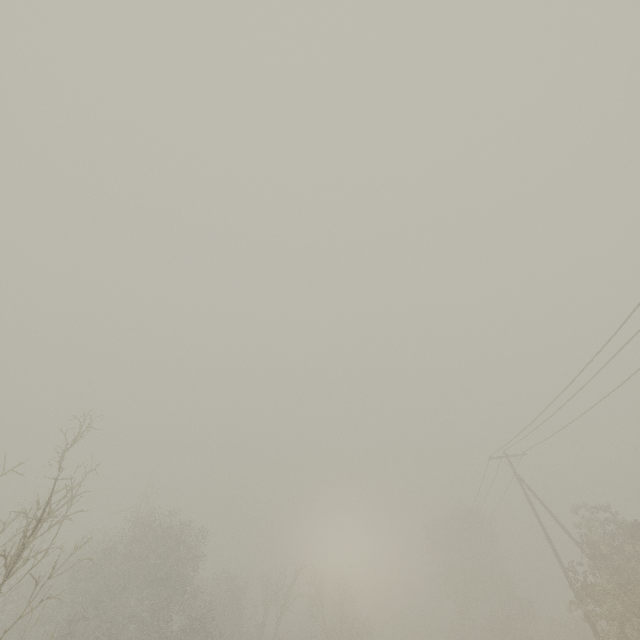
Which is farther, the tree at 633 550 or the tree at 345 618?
the tree at 345 618

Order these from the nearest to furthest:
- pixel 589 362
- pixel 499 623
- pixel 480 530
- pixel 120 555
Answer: pixel 589 362, pixel 120 555, pixel 499 623, pixel 480 530

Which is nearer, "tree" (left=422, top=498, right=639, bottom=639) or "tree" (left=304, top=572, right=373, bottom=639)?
"tree" (left=422, top=498, right=639, bottom=639)
